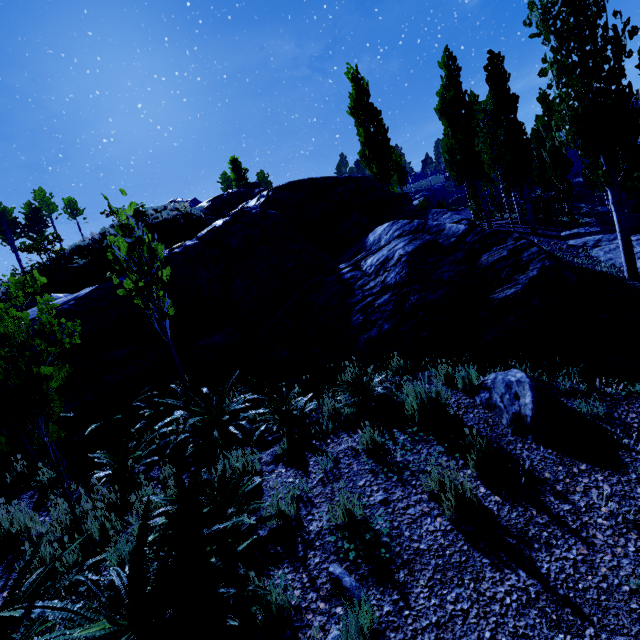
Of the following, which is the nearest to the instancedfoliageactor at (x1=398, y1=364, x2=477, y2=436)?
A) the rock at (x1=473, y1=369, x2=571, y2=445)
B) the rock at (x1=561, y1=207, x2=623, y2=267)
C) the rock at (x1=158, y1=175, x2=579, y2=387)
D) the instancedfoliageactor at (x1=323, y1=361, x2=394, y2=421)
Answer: the rock at (x1=158, y1=175, x2=579, y2=387)

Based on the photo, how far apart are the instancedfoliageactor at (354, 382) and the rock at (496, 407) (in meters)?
1.10

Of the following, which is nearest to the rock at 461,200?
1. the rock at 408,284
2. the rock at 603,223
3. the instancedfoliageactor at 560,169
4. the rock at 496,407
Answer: the instancedfoliageactor at 560,169

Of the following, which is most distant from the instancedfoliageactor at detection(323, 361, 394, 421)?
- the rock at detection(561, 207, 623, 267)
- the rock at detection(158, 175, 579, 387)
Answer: the rock at detection(561, 207, 623, 267)

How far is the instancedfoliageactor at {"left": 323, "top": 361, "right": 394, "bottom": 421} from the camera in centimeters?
470cm

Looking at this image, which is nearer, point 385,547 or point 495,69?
point 385,547

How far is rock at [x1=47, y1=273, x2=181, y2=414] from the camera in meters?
7.2 m

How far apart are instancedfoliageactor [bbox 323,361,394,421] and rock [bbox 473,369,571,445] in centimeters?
110cm
